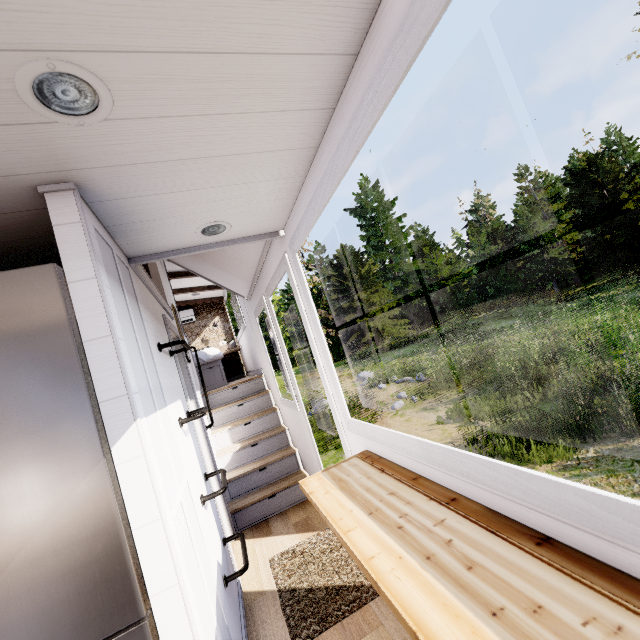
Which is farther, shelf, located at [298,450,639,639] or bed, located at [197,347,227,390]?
bed, located at [197,347,227,390]

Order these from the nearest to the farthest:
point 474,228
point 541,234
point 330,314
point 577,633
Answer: point 577,633
point 541,234
point 474,228
point 330,314

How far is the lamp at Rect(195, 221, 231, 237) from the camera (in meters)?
1.84

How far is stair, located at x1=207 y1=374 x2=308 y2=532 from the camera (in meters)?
3.79

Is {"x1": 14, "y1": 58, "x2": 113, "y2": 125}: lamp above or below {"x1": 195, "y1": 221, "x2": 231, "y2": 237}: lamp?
below

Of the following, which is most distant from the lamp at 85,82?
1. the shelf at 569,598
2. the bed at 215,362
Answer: the bed at 215,362

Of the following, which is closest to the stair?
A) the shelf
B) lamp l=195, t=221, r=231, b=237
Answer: the shelf

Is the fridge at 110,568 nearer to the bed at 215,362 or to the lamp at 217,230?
the lamp at 217,230
